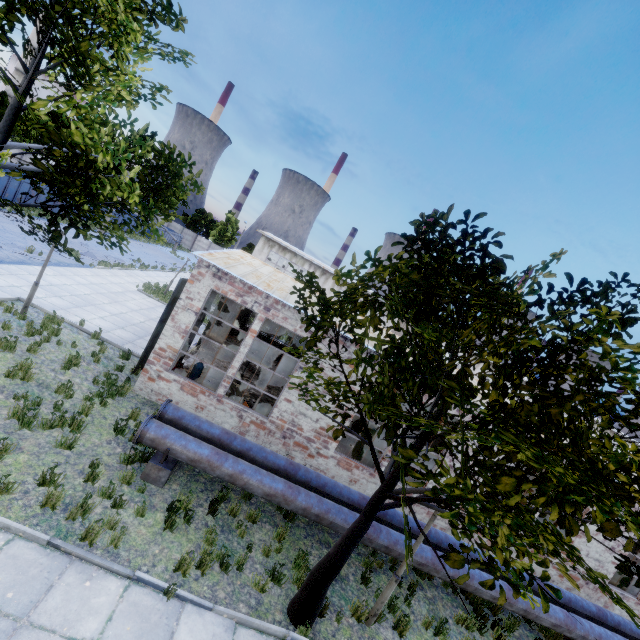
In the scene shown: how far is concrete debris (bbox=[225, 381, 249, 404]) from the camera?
13.1 meters

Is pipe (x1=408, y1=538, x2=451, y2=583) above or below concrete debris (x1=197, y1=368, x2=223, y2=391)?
above

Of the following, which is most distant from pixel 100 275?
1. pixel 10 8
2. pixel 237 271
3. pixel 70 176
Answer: pixel 10 8

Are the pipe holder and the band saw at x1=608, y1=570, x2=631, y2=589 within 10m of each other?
no

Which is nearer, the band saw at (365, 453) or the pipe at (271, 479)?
the pipe at (271, 479)

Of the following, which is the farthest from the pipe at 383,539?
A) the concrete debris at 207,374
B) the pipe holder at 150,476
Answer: the concrete debris at 207,374

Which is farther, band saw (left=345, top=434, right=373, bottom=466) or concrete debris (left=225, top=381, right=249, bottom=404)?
concrete debris (left=225, top=381, right=249, bottom=404)

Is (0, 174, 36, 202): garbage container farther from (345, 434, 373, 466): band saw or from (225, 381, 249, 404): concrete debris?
(345, 434, 373, 466): band saw
